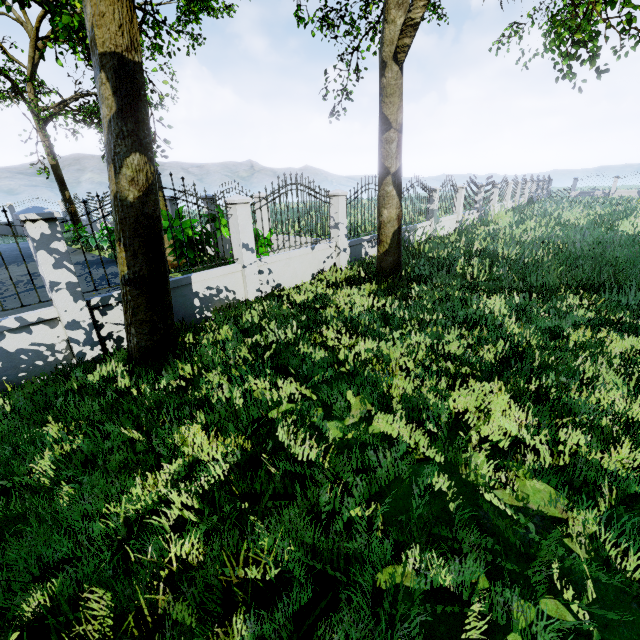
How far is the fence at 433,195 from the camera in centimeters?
1337cm

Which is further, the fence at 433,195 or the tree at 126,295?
the fence at 433,195

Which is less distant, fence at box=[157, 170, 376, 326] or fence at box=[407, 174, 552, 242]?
fence at box=[157, 170, 376, 326]

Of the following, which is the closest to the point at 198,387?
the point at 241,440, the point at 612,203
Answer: the point at 241,440

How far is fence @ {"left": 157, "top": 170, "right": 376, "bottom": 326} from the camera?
6.2 meters

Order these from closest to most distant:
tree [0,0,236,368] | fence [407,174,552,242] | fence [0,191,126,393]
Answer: tree [0,0,236,368], fence [0,191,126,393], fence [407,174,552,242]

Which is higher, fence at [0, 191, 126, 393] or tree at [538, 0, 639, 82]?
tree at [538, 0, 639, 82]
